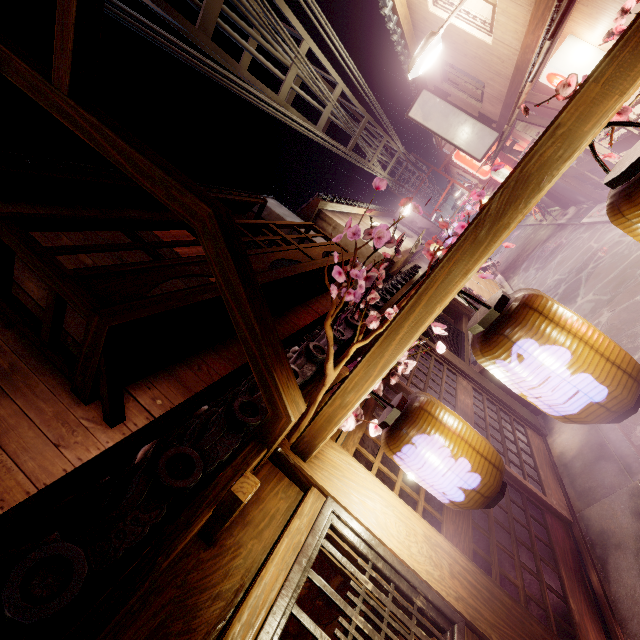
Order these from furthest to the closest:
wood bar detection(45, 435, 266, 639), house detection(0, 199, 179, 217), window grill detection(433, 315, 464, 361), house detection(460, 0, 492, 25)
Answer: house detection(460, 0, 492, 25)
window grill detection(433, 315, 464, 361)
house detection(0, 199, 179, 217)
wood bar detection(45, 435, 266, 639)

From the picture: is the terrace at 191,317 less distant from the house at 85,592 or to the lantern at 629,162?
the house at 85,592

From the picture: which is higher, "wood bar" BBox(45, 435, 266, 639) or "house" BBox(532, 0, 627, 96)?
"house" BBox(532, 0, 627, 96)

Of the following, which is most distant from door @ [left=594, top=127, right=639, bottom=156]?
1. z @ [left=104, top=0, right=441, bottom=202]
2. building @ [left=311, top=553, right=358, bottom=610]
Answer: building @ [left=311, top=553, right=358, bottom=610]

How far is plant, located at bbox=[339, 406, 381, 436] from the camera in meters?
4.2 m

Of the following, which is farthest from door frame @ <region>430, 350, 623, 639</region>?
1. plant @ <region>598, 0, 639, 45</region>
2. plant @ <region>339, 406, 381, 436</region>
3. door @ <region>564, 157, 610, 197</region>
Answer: door @ <region>564, 157, 610, 197</region>

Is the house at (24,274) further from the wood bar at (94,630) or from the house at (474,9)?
the house at (474,9)

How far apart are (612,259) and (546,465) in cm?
1159
